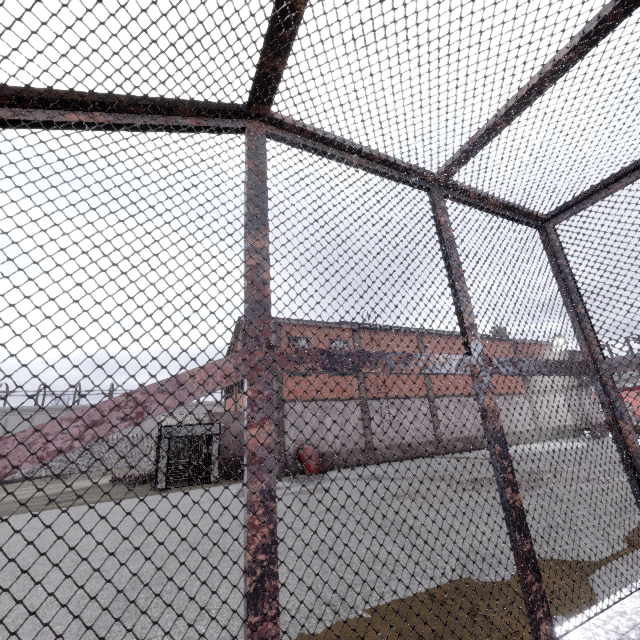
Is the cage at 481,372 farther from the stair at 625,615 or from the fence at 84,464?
the fence at 84,464

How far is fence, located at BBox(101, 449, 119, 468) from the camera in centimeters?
3562cm

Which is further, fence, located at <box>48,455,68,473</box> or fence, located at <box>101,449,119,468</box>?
fence, located at <box>101,449,119,468</box>

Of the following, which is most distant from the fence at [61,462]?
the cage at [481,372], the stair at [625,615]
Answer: the stair at [625,615]

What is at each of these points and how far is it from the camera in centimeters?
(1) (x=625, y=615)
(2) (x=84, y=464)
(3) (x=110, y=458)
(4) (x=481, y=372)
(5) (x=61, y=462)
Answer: (1) stair, 182cm
(2) fence, 3481cm
(3) fence, 3597cm
(4) cage, 210cm
(5) fence, 3406cm

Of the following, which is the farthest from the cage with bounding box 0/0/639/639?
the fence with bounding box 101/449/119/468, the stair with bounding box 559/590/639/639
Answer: the fence with bounding box 101/449/119/468
